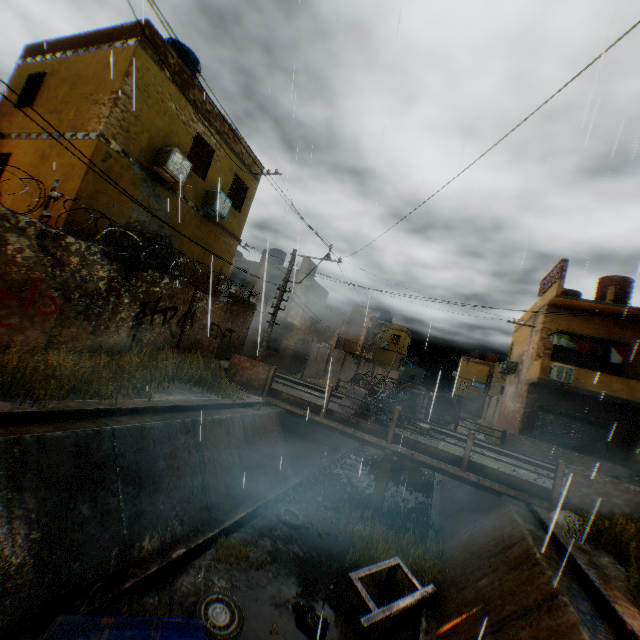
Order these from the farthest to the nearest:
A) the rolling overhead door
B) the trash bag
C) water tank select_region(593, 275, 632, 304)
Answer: water tank select_region(593, 275, 632, 304) → the rolling overhead door → the trash bag

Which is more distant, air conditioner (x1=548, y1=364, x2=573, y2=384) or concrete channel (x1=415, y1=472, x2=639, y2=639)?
air conditioner (x1=548, y1=364, x2=573, y2=384)

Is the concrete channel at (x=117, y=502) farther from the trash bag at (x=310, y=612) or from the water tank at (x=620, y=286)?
the water tank at (x=620, y=286)

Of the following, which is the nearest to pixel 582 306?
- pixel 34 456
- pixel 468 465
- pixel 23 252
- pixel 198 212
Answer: pixel 468 465

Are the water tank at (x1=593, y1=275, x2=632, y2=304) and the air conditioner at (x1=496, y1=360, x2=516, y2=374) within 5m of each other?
no

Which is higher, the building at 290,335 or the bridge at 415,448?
the building at 290,335

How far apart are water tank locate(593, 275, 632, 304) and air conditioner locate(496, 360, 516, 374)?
6.2m

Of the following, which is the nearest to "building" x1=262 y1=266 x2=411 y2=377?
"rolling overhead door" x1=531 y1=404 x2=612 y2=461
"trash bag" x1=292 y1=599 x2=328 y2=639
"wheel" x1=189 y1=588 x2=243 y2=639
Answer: "rolling overhead door" x1=531 y1=404 x2=612 y2=461
